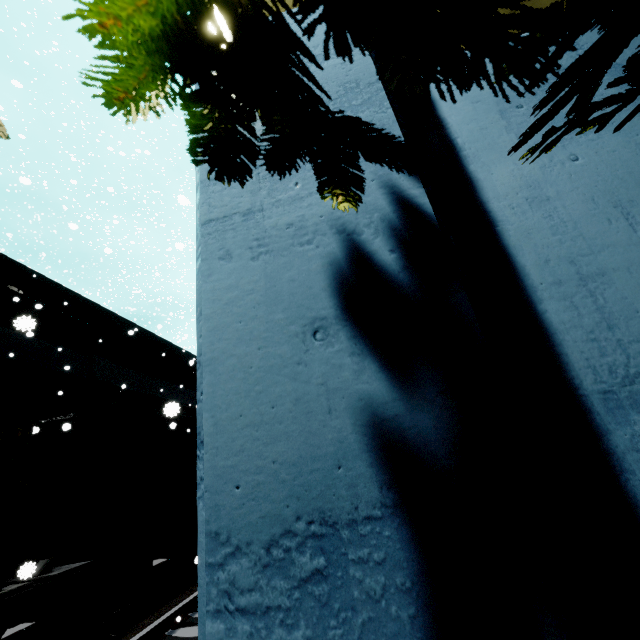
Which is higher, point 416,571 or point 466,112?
point 466,112

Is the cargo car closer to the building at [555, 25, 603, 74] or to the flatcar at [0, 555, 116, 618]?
the flatcar at [0, 555, 116, 618]

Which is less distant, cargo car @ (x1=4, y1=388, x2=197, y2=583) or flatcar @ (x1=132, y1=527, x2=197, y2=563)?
cargo car @ (x1=4, y1=388, x2=197, y2=583)

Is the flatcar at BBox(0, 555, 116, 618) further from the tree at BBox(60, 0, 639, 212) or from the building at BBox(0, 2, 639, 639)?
the tree at BBox(60, 0, 639, 212)

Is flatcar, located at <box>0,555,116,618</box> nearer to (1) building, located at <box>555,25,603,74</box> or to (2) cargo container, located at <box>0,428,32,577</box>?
(2) cargo container, located at <box>0,428,32,577</box>

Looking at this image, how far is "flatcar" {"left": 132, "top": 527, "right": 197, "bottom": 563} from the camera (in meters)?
8.27

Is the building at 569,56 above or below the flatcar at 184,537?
above
